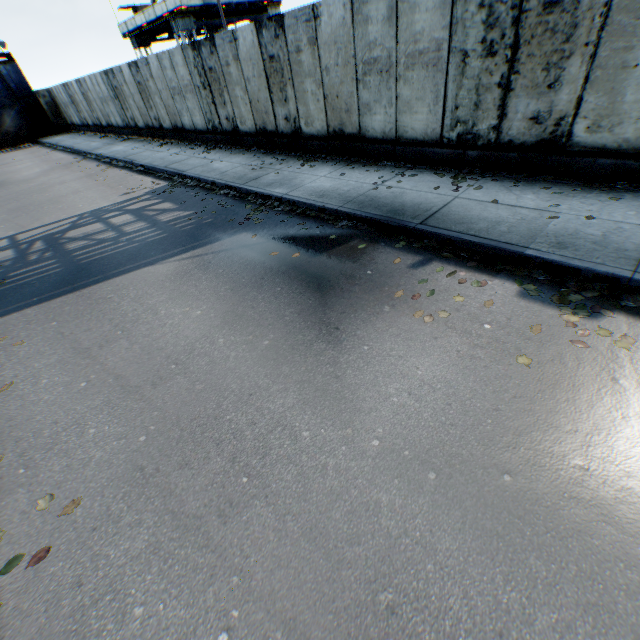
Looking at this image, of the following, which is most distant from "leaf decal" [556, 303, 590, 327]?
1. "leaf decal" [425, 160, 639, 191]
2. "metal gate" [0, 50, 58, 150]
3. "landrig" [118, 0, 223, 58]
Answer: "metal gate" [0, 50, 58, 150]

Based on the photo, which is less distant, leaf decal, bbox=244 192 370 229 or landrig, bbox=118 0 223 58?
leaf decal, bbox=244 192 370 229

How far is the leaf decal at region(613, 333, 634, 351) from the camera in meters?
3.3 m

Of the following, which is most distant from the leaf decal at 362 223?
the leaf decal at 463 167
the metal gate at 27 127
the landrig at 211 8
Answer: the metal gate at 27 127

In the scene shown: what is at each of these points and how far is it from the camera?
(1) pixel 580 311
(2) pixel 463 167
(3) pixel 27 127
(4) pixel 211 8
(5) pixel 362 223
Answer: (1) leaf decal, 3.8 meters
(2) leaf decal, 7.3 meters
(3) metal gate, 29.4 meters
(4) landrig, 25.5 meters
(5) leaf decal, 6.4 meters

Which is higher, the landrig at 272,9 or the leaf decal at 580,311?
the landrig at 272,9

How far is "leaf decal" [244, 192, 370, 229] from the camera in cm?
643
